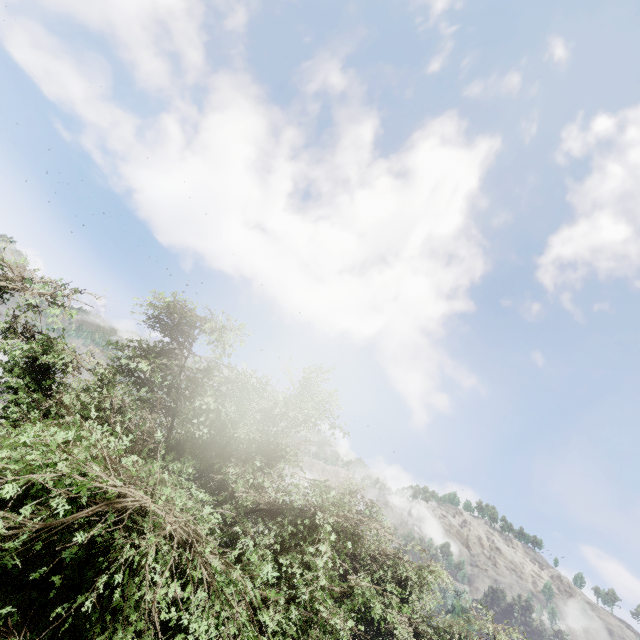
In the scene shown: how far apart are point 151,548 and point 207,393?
2.8 meters
